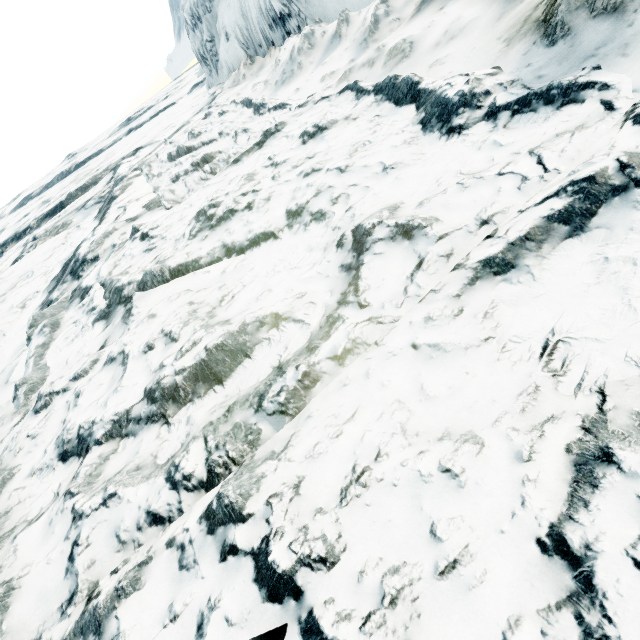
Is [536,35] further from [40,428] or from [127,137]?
[127,137]
